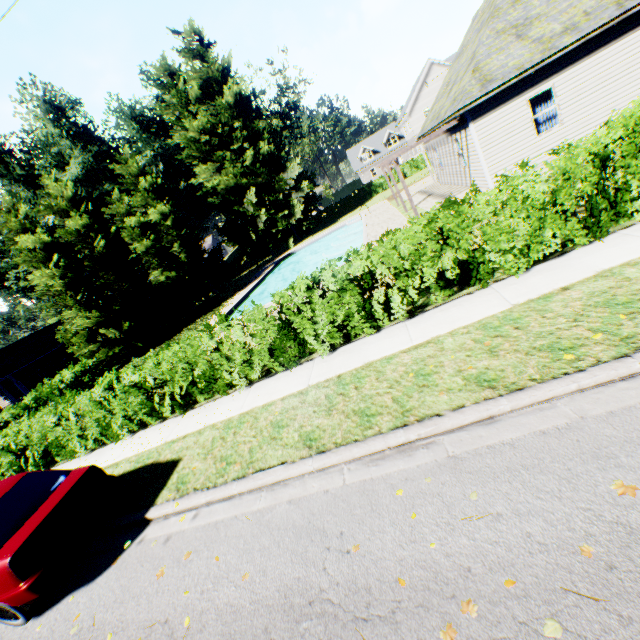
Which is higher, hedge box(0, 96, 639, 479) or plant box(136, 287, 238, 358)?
hedge box(0, 96, 639, 479)

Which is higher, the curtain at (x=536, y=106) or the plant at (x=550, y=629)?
the curtain at (x=536, y=106)

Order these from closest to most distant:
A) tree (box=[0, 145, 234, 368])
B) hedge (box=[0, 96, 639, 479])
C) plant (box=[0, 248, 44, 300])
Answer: hedge (box=[0, 96, 639, 479]) → tree (box=[0, 145, 234, 368]) → plant (box=[0, 248, 44, 300])

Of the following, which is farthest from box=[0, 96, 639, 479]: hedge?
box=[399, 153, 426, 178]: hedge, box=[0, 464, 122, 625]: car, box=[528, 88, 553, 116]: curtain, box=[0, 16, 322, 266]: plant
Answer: box=[399, 153, 426, 178]: hedge

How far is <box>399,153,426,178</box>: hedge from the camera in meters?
42.1

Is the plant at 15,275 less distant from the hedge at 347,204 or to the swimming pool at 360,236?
the hedge at 347,204

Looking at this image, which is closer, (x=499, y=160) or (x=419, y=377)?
(x=419, y=377)

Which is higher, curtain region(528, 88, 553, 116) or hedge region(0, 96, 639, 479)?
curtain region(528, 88, 553, 116)
